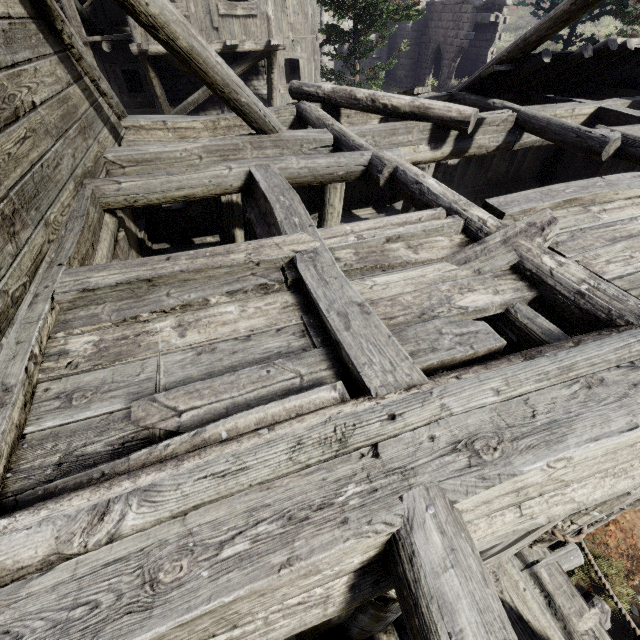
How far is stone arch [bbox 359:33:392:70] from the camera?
27.2 meters

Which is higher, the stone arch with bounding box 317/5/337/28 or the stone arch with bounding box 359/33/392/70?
the stone arch with bounding box 317/5/337/28

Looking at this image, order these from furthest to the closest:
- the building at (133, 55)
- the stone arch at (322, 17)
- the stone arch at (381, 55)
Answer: the stone arch at (381, 55)
the stone arch at (322, 17)
the building at (133, 55)

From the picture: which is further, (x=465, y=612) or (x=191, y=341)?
(x=191, y=341)

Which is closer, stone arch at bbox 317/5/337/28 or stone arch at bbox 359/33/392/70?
stone arch at bbox 317/5/337/28

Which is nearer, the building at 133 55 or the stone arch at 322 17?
the building at 133 55

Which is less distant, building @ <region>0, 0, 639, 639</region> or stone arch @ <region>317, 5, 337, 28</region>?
building @ <region>0, 0, 639, 639</region>
